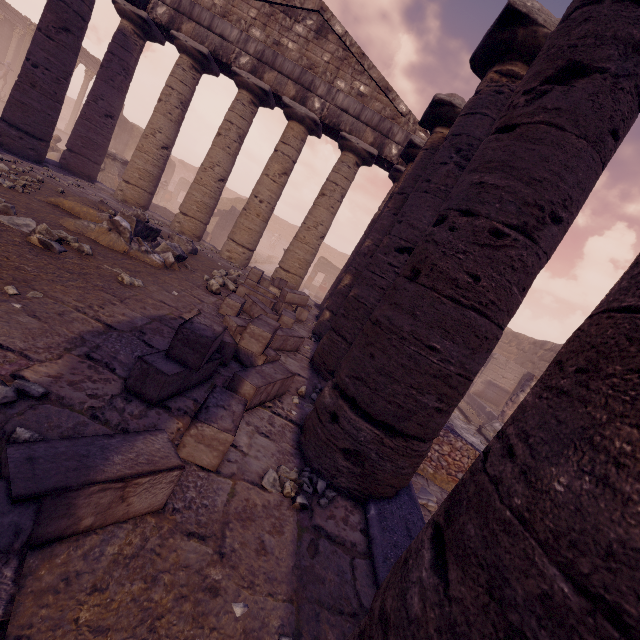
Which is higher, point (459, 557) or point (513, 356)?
point (513, 356)

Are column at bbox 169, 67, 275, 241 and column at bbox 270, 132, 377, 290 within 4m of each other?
yes

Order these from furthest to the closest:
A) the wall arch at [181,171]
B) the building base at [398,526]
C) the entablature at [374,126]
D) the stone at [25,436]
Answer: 1. the wall arch at [181,171]
2. the entablature at [374,126]
3. the building base at [398,526]
4. the stone at [25,436]

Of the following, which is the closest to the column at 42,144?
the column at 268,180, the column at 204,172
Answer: the column at 204,172

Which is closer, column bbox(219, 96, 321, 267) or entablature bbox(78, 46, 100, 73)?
column bbox(219, 96, 321, 267)

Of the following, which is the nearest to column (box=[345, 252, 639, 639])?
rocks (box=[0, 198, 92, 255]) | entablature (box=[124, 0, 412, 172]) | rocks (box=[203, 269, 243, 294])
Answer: entablature (box=[124, 0, 412, 172])

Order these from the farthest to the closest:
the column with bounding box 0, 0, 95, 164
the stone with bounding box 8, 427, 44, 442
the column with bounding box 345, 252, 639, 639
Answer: the column with bounding box 0, 0, 95, 164, the stone with bounding box 8, 427, 44, 442, the column with bounding box 345, 252, 639, 639

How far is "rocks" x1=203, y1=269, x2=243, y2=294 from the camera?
6.2 meters
